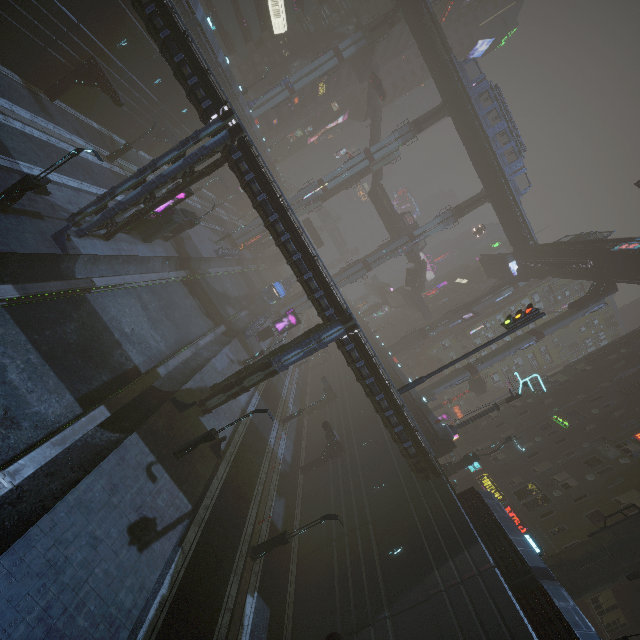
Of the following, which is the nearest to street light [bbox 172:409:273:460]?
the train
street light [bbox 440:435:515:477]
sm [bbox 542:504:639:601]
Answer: sm [bbox 542:504:639:601]

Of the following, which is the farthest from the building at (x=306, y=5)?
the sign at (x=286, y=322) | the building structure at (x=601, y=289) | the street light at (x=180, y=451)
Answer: the building structure at (x=601, y=289)

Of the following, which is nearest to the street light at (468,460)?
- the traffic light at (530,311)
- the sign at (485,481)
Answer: the sign at (485,481)

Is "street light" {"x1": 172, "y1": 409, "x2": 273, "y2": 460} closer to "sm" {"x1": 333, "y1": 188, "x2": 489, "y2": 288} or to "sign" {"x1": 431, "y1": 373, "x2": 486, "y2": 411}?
"sm" {"x1": 333, "y1": 188, "x2": 489, "y2": 288}

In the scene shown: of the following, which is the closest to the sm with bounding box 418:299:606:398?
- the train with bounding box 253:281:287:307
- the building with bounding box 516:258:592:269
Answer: the train with bounding box 253:281:287:307

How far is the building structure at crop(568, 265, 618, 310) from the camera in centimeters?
3823cm

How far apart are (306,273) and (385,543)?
17.76m

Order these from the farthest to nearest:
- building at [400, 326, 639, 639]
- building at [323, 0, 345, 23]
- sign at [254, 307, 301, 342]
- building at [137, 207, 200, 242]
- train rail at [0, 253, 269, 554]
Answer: building at [323, 0, 345, 23]
sign at [254, 307, 301, 342]
building at [137, 207, 200, 242]
building at [400, 326, 639, 639]
train rail at [0, 253, 269, 554]
